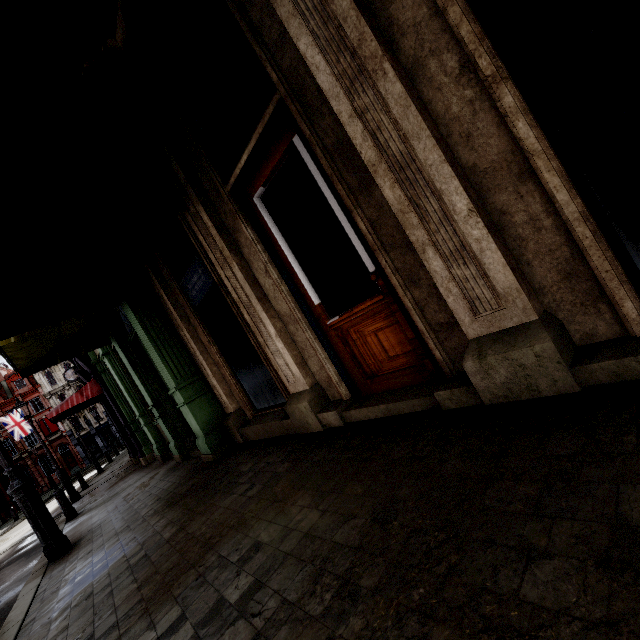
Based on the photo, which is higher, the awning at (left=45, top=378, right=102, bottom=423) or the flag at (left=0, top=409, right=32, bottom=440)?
the flag at (left=0, top=409, right=32, bottom=440)

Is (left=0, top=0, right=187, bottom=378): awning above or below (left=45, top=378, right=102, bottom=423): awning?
above

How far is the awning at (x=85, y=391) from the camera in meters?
11.0

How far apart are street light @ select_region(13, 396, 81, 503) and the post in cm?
470

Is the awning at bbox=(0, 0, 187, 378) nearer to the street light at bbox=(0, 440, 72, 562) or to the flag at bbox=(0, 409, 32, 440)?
the street light at bbox=(0, 440, 72, 562)

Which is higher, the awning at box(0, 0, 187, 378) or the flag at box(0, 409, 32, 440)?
the flag at box(0, 409, 32, 440)

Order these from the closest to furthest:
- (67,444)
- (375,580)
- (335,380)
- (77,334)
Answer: (375,580) → (335,380) → (77,334) → (67,444)

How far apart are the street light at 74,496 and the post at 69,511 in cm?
470
